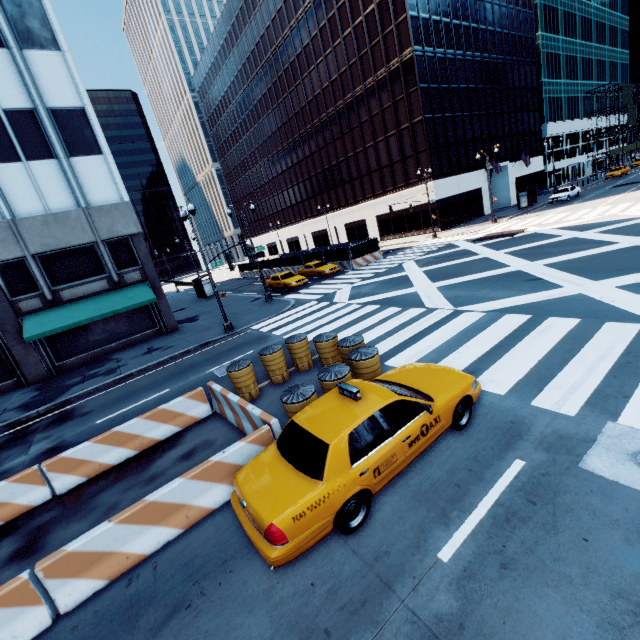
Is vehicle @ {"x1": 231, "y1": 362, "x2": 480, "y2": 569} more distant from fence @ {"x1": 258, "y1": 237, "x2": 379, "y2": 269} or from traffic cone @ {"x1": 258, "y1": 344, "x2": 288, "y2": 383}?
fence @ {"x1": 258, "y1": 237, "x2": 379, "y2": 269}

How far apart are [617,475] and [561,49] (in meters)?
80.78

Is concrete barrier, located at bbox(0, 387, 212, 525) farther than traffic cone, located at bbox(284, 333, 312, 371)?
No

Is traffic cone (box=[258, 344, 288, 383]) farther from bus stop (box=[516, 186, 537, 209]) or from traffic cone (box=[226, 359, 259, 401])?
bus stop (box=[516, 186, 537, 209])

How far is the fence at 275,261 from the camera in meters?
30.1 m

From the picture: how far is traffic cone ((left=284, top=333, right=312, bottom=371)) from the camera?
10.77m

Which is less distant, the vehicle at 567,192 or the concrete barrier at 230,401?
the concrete barrier at 230,401

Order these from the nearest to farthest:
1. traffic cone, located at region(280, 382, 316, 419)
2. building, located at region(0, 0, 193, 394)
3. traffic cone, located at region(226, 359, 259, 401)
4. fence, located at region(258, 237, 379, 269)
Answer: traffic cone, located at region(280, 382, 316, 419)
traffic cone, located at region(226, 359, 259, 401)
building, located at region(0, 0, 193, 394)
fence, located at region(258, 237, 379, 269)
